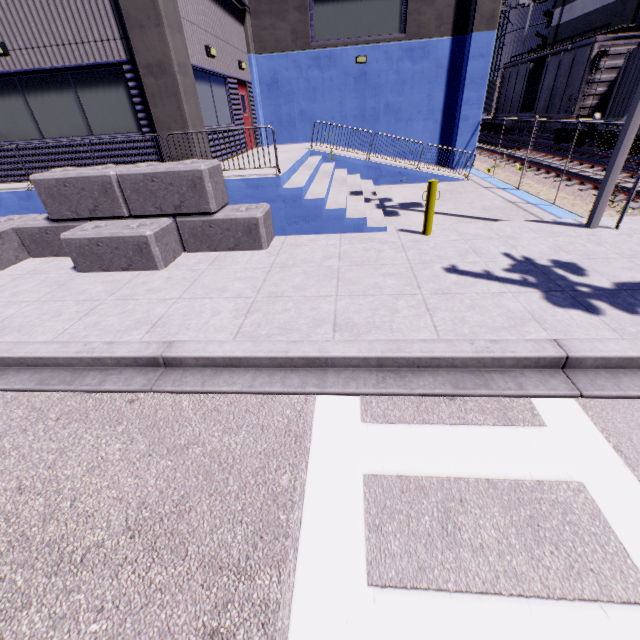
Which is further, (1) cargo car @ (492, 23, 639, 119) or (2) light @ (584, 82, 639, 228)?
(1) cargo car @ (492, 23, 639, 119)

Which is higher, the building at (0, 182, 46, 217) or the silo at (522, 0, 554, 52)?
the silo at (522, 0, 554, 52)

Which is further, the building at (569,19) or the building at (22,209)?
the building at (569,19)

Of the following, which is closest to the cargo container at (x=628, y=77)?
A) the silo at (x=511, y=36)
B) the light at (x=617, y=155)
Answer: the light at (x=617, y=155)

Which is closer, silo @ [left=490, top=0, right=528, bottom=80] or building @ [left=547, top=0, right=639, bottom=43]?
building @ [left=547, top=0, right=639, bottom=43]

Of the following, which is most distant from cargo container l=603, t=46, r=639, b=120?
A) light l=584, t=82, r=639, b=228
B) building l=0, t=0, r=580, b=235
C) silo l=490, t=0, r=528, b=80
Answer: silo l=490, t=0, r=528, b=80

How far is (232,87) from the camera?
11.9m

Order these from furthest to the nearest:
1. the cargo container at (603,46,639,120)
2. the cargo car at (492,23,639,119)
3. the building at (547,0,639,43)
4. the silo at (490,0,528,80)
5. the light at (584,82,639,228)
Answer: the silo at (490,0,528,80)
the building at (547,0,639,43)
the cargo car at (492,23,639,119)
the cargo container at (603,46,639,120)
the light at (584,82,639,228)
